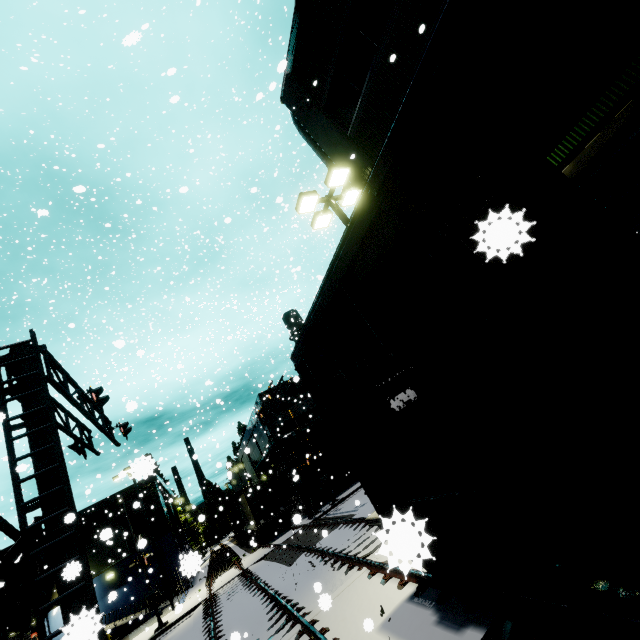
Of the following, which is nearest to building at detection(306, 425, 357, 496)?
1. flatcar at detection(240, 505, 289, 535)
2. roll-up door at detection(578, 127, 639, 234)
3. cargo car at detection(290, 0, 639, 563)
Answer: roll-up door at detection(578, 127, 639, 234)

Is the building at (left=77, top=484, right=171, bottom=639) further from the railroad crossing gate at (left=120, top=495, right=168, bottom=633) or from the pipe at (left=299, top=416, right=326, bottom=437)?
the railroad crossing gate at (left=120, top=495, right=168, bottom=633)

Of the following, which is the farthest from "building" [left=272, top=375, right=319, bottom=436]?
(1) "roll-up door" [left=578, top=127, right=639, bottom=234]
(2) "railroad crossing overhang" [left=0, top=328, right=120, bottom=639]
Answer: (2) "railroad crossing overhang" [left=0, top=328, right=120, bottom=639]

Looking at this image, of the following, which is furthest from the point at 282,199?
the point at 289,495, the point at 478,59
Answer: the point at 289,495

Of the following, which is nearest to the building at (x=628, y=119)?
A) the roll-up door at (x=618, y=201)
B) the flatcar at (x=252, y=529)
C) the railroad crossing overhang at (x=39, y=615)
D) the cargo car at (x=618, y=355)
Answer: the roll-up door at (x=618, y=201)

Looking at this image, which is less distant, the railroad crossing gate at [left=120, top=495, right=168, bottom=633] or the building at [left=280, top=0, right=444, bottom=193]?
the building at [left=280, top=0, right=444, bottom=193]

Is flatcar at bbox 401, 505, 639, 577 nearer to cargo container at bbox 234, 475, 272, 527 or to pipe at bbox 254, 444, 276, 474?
pipe at bbox 254, 444, 276, 474

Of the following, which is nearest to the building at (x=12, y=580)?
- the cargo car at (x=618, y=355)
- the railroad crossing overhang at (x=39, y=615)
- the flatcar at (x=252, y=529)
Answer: the cargo car at (x=618, y=355)
